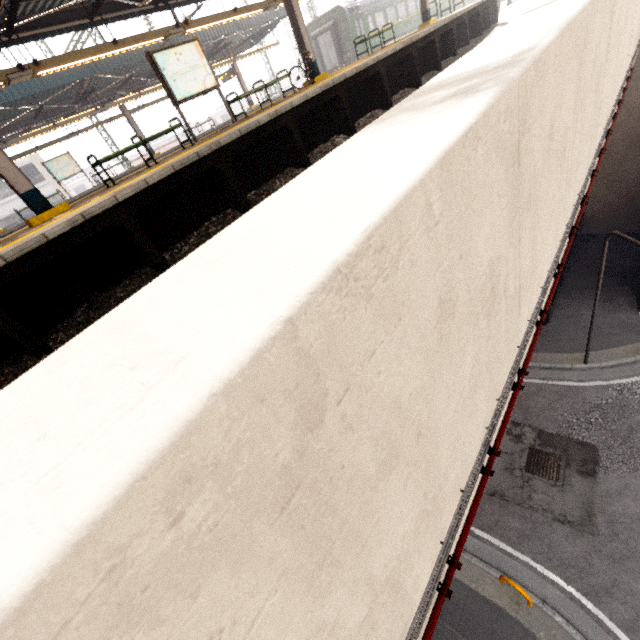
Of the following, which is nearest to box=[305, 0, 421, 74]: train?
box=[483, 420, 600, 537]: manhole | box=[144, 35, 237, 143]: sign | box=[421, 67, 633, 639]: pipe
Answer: box=[144, 35, 237, 143]: sign

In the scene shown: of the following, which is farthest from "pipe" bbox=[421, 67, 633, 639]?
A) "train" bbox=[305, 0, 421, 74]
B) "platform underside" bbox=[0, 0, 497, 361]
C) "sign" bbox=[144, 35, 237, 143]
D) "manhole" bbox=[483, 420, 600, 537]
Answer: "train" bbox=[305, 0, 421, 74]

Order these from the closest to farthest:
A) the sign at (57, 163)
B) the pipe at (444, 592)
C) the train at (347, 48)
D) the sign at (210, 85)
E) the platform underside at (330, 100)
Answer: the pipe at (444, 592), the platform underside at (330, 100), the sign at (210, 85), the sign at (57, 163), the train at (347, 48)

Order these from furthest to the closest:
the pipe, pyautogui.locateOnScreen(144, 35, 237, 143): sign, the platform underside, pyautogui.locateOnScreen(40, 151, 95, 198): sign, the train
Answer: the train
pyautogui.locateOnScreen(40, 151, 95, 198): sign
pyautogui.locateOnScreen(144, 35, 237, 143): sign
the platform underside
the pipe

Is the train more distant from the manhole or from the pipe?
the manhole

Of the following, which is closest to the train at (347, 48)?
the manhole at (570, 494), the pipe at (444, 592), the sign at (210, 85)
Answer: the sign at (210, 85)

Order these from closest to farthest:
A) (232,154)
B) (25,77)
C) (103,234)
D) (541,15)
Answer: (541,15) < (103,234) < (232,154) < (25,77)

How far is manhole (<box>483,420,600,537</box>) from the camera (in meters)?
8.11
